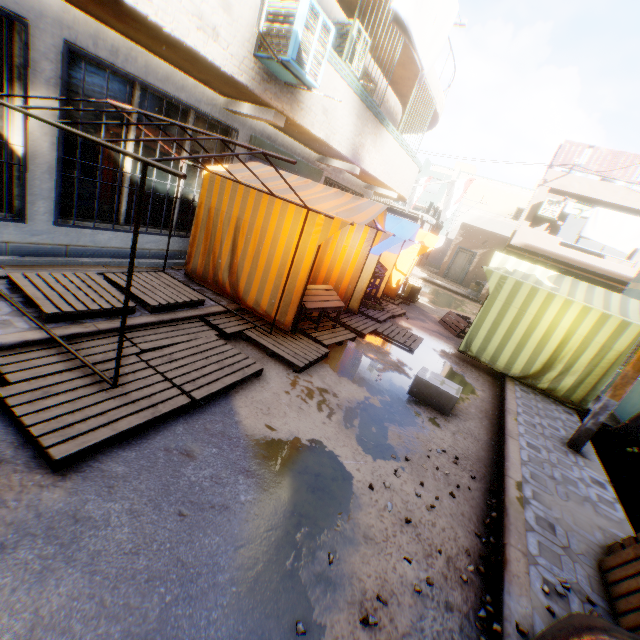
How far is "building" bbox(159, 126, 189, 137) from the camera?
5.8m

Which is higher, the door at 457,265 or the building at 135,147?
the building at 135,147

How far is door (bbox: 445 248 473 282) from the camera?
23.6m

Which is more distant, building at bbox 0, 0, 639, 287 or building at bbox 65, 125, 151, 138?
building at bbox 65, 125, 151, 138

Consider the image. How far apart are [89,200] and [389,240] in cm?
582

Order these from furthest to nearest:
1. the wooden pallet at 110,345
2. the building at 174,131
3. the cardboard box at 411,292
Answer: the cardboard box at 411,292, the building at 174,131, the wooden pallet at 110,345

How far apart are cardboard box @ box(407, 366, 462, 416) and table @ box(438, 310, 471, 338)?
4.0 meters
